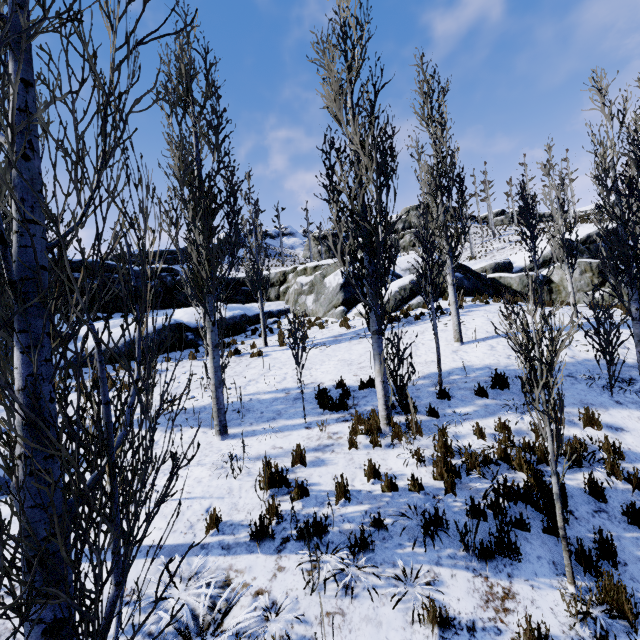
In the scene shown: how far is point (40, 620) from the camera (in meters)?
1.40

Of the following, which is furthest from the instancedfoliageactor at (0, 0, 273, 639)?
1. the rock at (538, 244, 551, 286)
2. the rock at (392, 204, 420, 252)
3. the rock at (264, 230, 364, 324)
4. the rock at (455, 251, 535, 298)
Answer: the rock at (392, 204, 420, 252)

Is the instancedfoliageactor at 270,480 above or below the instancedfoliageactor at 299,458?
below

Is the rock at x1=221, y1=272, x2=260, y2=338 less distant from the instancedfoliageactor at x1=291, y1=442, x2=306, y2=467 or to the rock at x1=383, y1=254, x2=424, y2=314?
the rock at x1=383, y1=254, x2=424, y2=314

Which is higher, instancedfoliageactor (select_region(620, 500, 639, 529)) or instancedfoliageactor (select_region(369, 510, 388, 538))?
instancedfoliageactor (select_region(369, 510, 388, 538))

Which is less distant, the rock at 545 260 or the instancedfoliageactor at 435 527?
the instancedfoliageactor at 435 527

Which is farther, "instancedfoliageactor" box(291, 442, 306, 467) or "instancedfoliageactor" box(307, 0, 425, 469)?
"instancedfoliageactor" box(307, 0, 425, 469)
